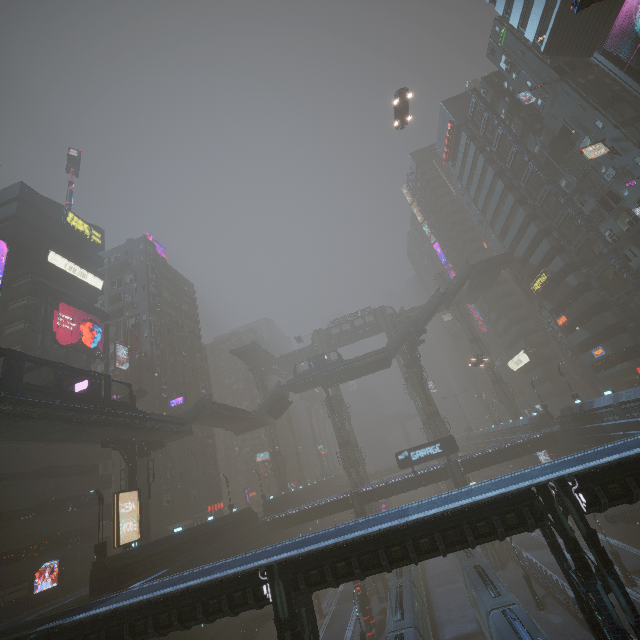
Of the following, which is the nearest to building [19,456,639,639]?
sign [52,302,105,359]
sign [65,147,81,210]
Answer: sign [52,302,105,359]

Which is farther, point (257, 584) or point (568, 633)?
point (568, 633)

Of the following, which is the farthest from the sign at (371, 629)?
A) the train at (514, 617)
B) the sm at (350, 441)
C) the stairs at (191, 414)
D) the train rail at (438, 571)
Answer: the stairs at (191, 414)

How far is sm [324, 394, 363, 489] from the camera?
52.28m

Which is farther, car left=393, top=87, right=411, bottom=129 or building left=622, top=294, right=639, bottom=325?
building left=622, top=294, right=639, bottom=325

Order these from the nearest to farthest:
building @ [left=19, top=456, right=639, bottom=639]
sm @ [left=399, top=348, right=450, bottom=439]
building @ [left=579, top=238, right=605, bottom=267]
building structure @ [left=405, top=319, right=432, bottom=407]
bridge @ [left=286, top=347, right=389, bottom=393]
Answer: building @ [left=19, top=456, right=639, bottom=639] → building @ [left=579, top=238, right=605, bottom=267] → building structure @ [left=405, top=319, right=432, bottom=407] → sm @ [left=399, top=348, right=450, bottom=439] → bridge @ [left=286, top=347, right=389, bottom=393]

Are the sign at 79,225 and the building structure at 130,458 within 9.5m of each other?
no

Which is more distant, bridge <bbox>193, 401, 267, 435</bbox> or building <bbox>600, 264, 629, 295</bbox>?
bridge <bbox>193, 401, 267, 435</bbox>
